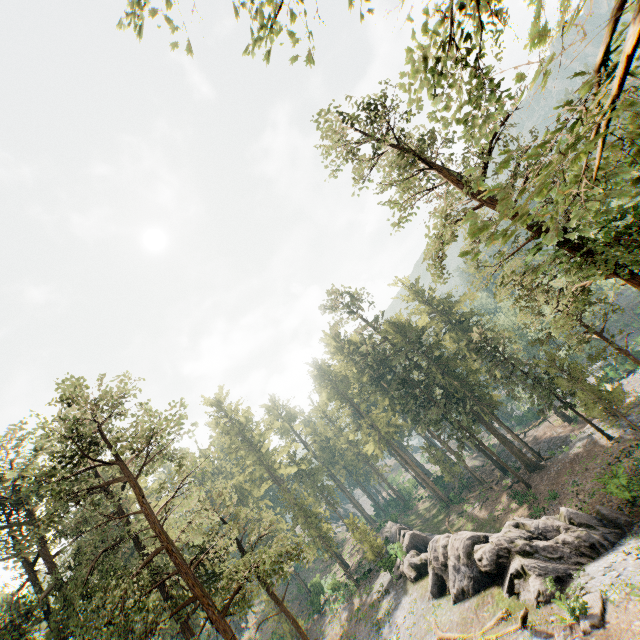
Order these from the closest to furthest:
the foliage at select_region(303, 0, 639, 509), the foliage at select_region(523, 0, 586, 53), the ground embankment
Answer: the foliage at select_region(523, 0, 586, 53), the foliage at select_region(303, 0, 639, 509), the ground embankment

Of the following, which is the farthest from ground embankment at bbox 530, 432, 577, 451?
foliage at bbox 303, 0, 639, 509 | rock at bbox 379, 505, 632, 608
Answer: rock at bbox 379, 505, 632, 608

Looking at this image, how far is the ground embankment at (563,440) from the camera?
38.9 meters

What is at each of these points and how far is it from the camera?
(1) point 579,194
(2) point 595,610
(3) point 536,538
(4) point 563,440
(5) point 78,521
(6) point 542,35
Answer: (1) foliage, 13.84m
(2) foliage, 14.80m
(3) rock, 21.56m
(4) ground embankment, 40.44m
(5) foliage, 25.25m
(6) foliage, 2.19m

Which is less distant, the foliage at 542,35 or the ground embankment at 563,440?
the foliage at 542,35

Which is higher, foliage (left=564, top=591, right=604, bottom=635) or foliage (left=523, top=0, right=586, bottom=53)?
foliage (left=523, top=0, right=586, bottom=53)

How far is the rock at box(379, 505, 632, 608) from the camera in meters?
18.9 m

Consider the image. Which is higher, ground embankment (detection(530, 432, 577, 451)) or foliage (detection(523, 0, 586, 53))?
foliage (detection(523, 0, 586, 53))
